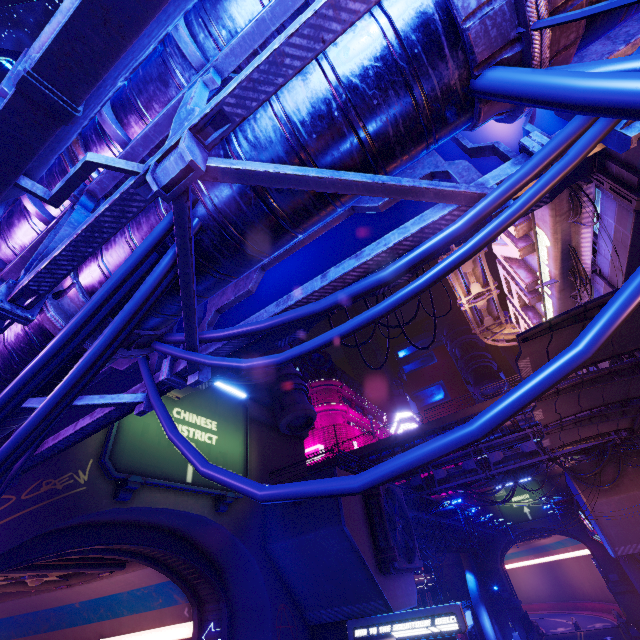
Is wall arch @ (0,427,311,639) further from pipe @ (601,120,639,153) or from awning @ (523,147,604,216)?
awning @ (523,147,604,216)

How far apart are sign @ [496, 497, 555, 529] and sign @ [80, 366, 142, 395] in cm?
6287

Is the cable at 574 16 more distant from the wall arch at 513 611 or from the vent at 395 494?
the wall arch at 513 611

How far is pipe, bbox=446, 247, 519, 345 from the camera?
22.7m

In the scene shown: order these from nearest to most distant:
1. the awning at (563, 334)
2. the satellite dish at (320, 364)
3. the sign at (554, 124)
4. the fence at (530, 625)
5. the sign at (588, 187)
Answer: the sign at (554, 124) < the awning at (563, 334) < the sign at (588, 187) < the fence at (530, 625) < the satellite dish at (320, 364)

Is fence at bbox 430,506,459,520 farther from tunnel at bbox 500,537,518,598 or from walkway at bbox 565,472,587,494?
tunnel at bbox 500,537,518,598

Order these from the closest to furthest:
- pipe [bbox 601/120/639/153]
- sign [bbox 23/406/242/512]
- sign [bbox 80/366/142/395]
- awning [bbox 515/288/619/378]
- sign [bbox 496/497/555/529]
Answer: pipe [bbox 601/120/639/153]
sign [bbox 80/366/142/395]
awning [bbox 515/288/619/378]
sign [bbox 23/406/242/512]
sign [bbox 496/497/555/529]

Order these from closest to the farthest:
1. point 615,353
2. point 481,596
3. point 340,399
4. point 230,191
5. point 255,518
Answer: point 230,191 < point 615,353 < point 255,518 < point 481,596 < point 340,399
